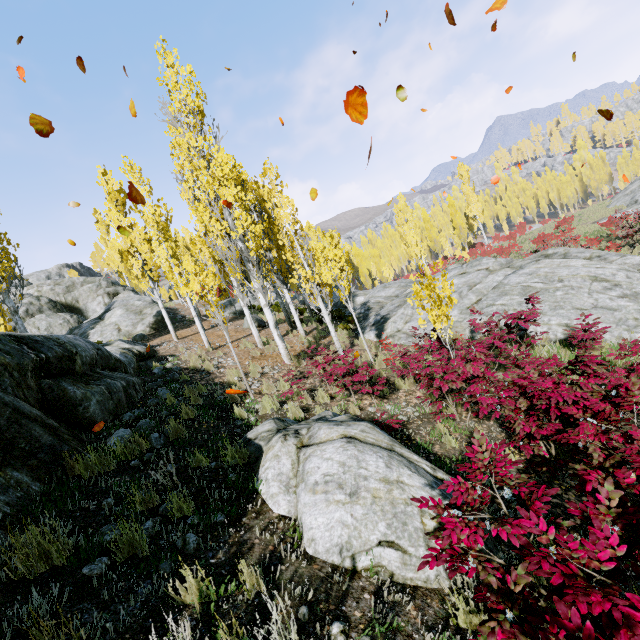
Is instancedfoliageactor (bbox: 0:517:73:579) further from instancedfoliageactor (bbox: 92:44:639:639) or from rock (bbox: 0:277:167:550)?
instancedfoliageactor (bbox: 92:44:639:639)

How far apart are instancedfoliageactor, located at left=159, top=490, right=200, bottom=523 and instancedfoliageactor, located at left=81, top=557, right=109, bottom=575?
0.2 meters

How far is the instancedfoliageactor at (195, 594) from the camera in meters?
2.6 m

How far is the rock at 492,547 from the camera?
3.5 meters

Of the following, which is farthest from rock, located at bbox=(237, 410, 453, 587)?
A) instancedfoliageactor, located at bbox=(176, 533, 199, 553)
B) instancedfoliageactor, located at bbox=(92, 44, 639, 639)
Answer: instancedfoliageactor, located at bbox=(176, 533, 199, 553)

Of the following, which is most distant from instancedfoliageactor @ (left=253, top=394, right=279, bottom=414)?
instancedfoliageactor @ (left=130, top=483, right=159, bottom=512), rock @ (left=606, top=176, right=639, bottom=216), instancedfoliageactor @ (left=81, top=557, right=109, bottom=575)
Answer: Result: instancedfoliageactor @ (left=81, top=557, right=109, bottom=575)

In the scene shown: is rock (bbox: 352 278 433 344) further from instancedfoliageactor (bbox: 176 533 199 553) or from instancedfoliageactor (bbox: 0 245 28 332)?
instancedfoliageactor (bbox: 176 533 199 553)

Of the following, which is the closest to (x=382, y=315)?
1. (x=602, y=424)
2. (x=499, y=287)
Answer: (x=499, y=287)
